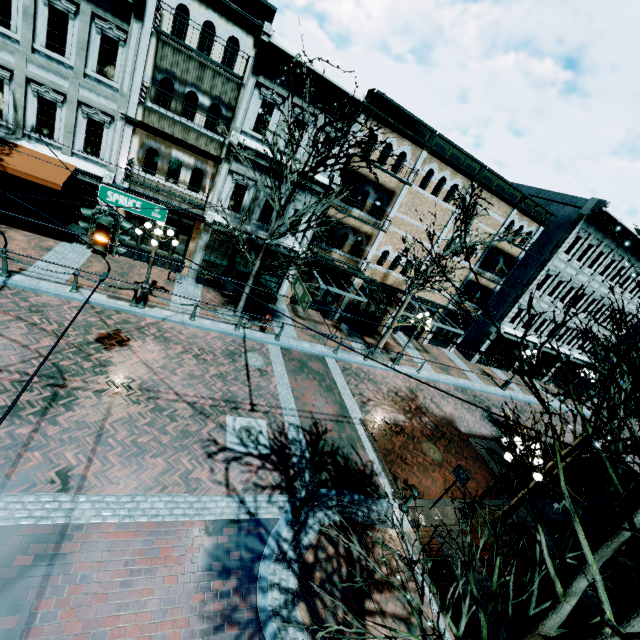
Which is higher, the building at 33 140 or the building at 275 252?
the building at 33 140

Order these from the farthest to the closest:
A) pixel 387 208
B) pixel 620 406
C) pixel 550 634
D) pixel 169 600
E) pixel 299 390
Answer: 1. pixel 387 208
2. pixel 299 390
3. pixel 169 600
4. pixel 550 634
5. pixel 620 406

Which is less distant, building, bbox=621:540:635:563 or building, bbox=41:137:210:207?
building, bbox=621:540:635:563

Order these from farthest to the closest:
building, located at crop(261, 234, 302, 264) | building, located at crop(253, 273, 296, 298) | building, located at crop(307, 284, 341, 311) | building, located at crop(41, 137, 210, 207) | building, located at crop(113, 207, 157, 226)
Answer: building, located at crop(307, 284, 341, 311) < building, located at crop(253, 273, 296, 298) < building, located at crop(261, 234, 302, 264) < building, located at crop(113, 207, 157, 226) < building, located at crop(41, 137, 210, 207)

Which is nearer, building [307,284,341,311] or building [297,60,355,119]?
building [297,60,355,119]

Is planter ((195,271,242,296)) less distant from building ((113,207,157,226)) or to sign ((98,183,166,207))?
building ((113,207,157,226))

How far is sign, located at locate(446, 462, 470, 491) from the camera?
9.71m

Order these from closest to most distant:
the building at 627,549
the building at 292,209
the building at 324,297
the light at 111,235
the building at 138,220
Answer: the building at 627,549, the light at 111,235, the building at 138,220, the building at 292,209, the building at 324,297
